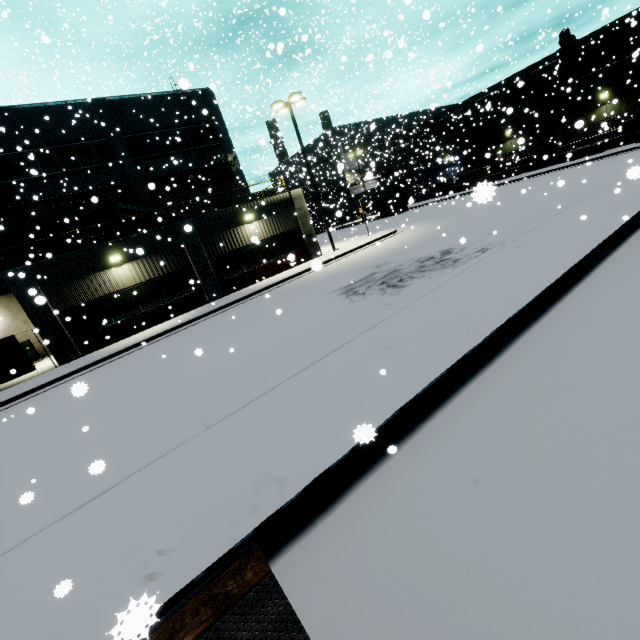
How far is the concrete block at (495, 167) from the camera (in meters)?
33.16

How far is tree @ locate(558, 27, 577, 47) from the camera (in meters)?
50.22

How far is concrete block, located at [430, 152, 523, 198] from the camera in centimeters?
3316cm

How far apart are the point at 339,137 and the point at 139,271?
45.29m

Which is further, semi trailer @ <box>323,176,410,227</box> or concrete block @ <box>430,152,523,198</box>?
semi trailer @ <box>323,176,410,227</box>

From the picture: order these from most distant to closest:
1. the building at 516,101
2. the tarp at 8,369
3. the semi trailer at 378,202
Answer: the semi trailer at 378,202 < the building at 516,101 < the tarp at 8,369

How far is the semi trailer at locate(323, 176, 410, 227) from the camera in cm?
3876

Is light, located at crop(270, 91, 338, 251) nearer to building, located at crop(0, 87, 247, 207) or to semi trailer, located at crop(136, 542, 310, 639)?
building, located at crop(0, 87, 247, 207)
